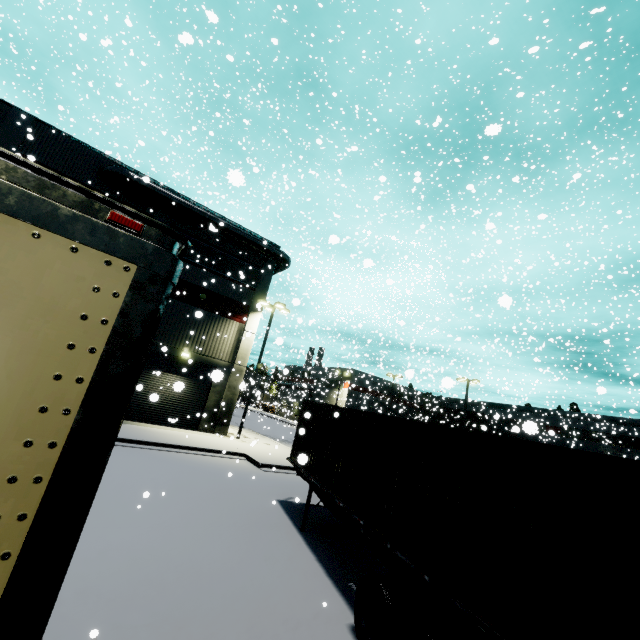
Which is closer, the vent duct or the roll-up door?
the vent duct

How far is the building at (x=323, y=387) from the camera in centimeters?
4384cm

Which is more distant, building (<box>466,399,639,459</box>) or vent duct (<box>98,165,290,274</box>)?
building (<box>466,399,639,459</box>)

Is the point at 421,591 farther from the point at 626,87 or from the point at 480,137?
the point at 626,87

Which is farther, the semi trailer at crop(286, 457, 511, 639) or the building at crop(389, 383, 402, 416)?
the building at crop(389, 383, 402, 416)

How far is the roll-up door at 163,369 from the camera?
19.7 meters

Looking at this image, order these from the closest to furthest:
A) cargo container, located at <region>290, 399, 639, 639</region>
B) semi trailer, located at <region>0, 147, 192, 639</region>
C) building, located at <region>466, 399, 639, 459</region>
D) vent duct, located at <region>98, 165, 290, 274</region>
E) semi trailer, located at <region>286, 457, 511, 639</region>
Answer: semi trailer, located at <region>0, 147, 192, 639</region> → cargo container, located at <region>290, 399, 639, 639</region> → semi trailer, located at <region>286, 457, 511, 639</region> → vent duct, located at <region>98, 165, 290, 274</region> → building, located at <region>466, 399, 639, 459</region>

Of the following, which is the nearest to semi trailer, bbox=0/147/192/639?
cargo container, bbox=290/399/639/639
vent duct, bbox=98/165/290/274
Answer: cargo container, bbox=290/399/639/639
